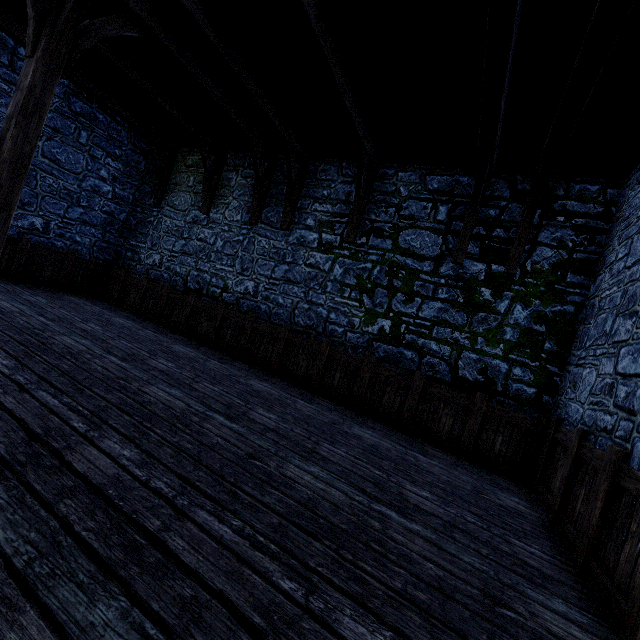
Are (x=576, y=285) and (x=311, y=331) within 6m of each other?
yes

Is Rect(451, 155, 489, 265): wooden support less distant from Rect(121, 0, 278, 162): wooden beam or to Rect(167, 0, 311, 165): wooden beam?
Rect(167, 0, 311, 165): wooden beam

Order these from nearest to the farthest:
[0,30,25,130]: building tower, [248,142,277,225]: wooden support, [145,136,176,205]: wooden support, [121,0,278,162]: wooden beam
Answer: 1. [121,0,278,162]: wooden beam
2. [0,30,25,130]: building tower
3. [248,142,277,225]: wooden support
4. [145,136,176,205]: wooden support

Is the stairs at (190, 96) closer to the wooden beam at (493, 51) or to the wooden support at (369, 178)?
the wooden beam at (493, 51)

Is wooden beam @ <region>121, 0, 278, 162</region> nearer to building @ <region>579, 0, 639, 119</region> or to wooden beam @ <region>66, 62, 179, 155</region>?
building @ <region>579, 0, 639, 119</region>

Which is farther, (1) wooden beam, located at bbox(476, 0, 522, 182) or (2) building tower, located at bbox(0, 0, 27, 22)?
(2) building tower, located at bbox(0, 0, 27, 22)

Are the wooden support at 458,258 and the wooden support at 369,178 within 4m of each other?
yes

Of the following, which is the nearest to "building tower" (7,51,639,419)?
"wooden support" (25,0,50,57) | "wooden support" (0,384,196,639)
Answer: "wooden support" (0,384,196,639)
